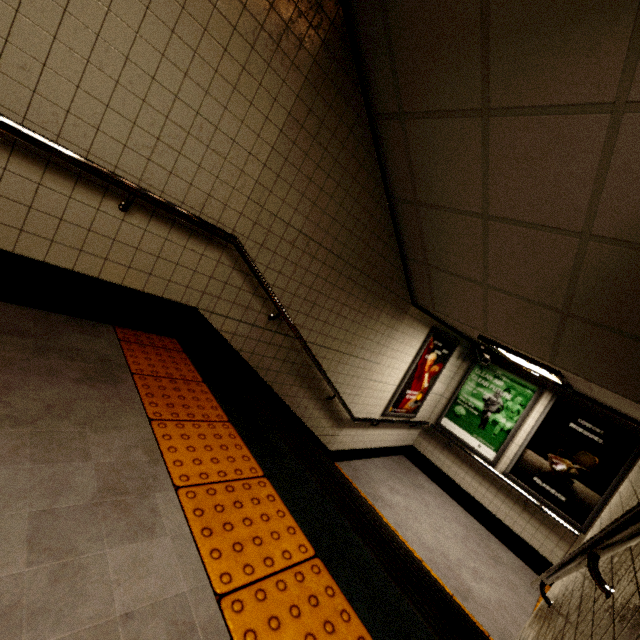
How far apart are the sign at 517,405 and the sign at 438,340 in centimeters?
69cm

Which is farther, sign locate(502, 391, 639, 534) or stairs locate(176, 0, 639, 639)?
sign locate(502, 391, 639, 534)

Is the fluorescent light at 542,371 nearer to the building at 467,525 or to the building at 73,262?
the building at 467,525

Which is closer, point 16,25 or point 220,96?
point 16,25

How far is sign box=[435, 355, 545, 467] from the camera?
6.0m

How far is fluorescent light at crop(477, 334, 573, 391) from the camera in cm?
384

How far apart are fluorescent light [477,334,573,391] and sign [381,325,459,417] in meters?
0.9

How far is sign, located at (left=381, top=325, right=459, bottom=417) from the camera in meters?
5.5 m
